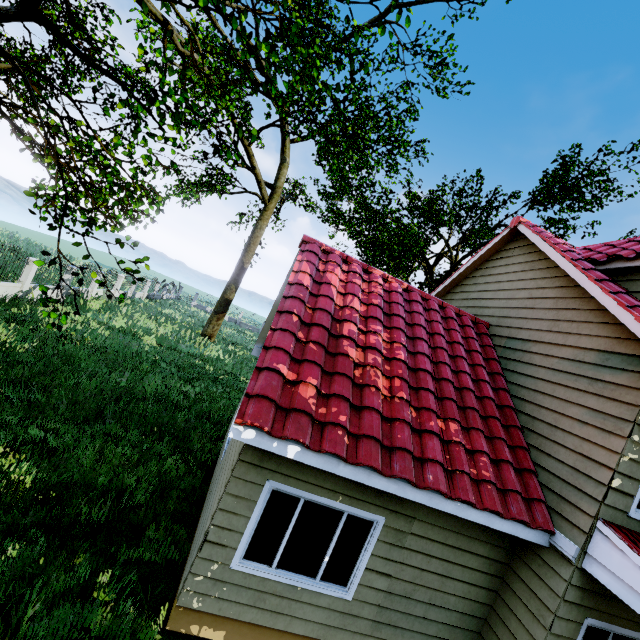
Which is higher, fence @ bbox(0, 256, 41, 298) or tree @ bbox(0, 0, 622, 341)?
tree @ bbox(0, 0, 622, 341)

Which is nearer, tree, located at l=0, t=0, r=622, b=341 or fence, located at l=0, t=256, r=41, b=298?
tree, located at l=0, t=0, r=622, b=341

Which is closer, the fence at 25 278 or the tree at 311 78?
the tree at 311 78

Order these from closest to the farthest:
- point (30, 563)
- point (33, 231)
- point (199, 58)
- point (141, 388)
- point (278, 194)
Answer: point (30, 563) < point (141, 388) < point (199, 58) < point (278, 194) < point (33, 231)

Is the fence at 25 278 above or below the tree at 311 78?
below
